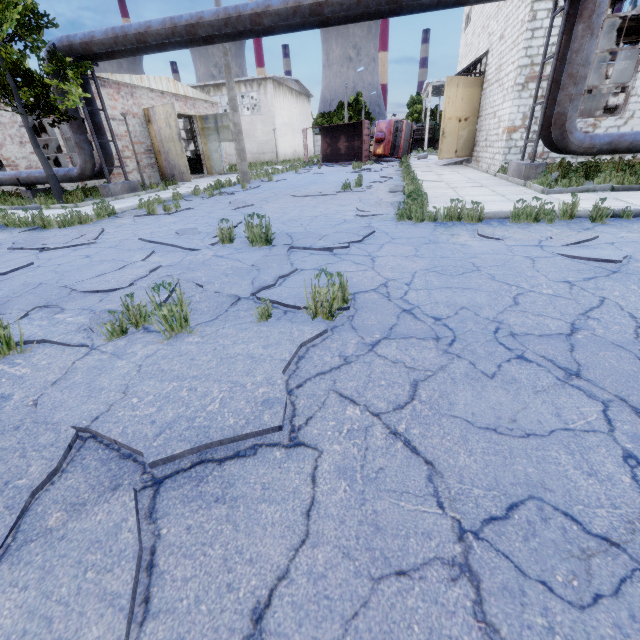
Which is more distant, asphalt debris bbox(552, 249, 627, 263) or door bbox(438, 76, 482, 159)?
door bbox(438, 76, 482, 159)

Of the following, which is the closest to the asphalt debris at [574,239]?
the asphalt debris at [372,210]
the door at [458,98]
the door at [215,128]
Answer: the asphalt debris at [372,210]

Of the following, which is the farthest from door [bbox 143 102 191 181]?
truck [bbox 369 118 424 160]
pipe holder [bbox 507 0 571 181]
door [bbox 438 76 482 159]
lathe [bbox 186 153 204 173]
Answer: truck [bbox 369 118 424 160]

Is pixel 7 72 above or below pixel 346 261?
above

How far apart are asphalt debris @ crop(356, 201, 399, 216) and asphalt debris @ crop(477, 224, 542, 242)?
1.9 meters

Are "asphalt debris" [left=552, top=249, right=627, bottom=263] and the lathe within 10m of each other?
no

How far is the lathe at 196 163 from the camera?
26.17m

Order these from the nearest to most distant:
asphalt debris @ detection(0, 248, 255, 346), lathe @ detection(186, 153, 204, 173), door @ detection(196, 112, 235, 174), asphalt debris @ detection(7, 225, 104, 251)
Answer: asphalt debris @ detection(0, 248, 255, 346) < asphalt debris @ detection(7, 225, 104, 251) < door @ detection(196, 112, 235, 174) < lathe @ detection(186, 153, 204, 173)
